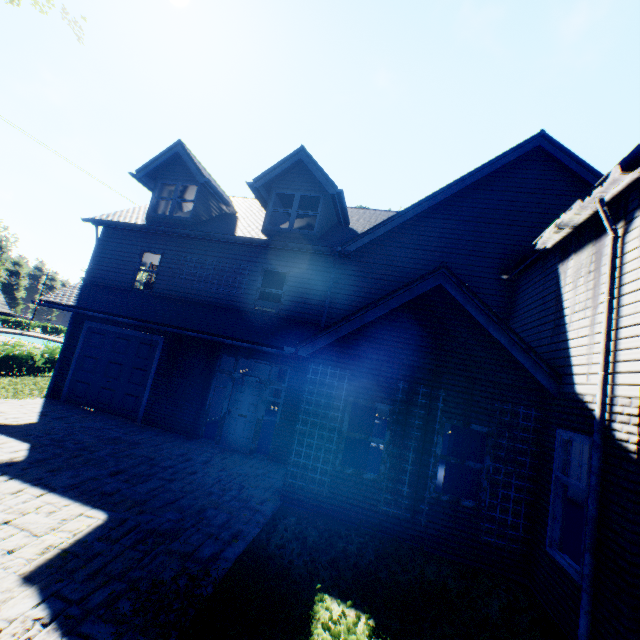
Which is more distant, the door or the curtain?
the door

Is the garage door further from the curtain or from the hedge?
the hedge

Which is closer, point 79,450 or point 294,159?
point 79,450

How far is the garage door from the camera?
11.2 meters

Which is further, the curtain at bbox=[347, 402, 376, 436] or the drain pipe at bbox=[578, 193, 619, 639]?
the curtain at bbox=[347, 402, 376, 436]

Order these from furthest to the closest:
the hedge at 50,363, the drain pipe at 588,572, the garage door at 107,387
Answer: the hedge at 50,363, the garage door at 107,387, the drain pipe at 588,572

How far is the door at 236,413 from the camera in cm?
1021

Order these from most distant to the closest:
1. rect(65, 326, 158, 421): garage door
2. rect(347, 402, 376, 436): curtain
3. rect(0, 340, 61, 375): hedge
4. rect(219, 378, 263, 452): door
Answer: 1. rect(0, 340, 61, 375): hedge
2. rect(65, 326, 158, 421): garage door
3. rect(219, 378, 263, 452): door
4. rect(347, 402, 376, 436): curtain
